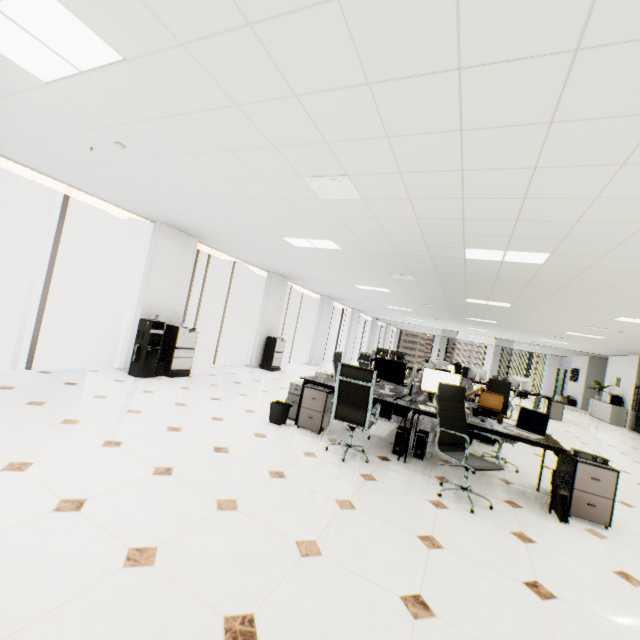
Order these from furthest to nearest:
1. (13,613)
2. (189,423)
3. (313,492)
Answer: (189,423)
(313,492)
(13,613)

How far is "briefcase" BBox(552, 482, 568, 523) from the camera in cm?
340

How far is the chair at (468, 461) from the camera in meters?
3.4

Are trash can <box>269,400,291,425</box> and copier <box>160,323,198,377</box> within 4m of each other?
yes

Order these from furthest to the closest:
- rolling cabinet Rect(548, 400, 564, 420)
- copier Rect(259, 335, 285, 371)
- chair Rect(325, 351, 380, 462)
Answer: rolling cabinet Rect(548, 400, 564, 420) < copier Rect(259, 335, 285, 371) < chair Rect(325, 351, 380, 462)

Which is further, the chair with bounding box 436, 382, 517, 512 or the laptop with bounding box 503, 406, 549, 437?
the laptop with bounding box 503, 406, 549, 437

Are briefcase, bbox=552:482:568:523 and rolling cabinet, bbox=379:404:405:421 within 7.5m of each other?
yes

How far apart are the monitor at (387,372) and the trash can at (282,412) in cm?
144
